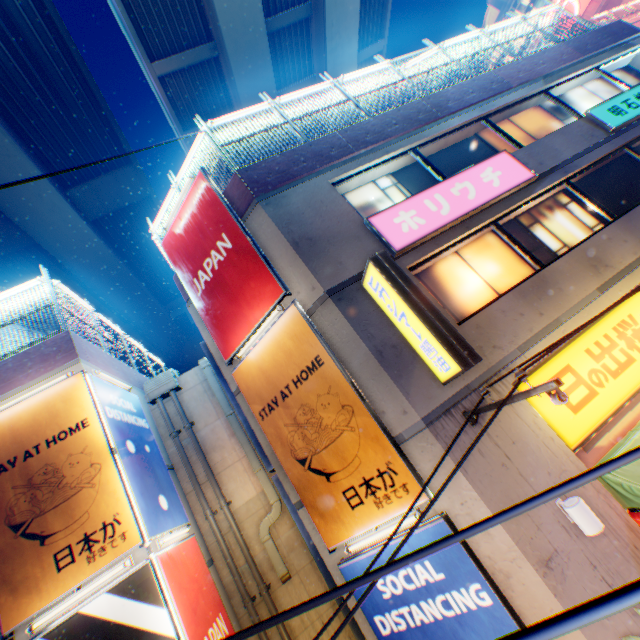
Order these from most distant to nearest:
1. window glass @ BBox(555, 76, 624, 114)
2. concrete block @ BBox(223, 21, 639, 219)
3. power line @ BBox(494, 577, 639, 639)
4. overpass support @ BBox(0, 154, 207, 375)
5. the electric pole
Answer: overpass support @ BBox(0, 154, 207, 375), window glass @ BBox(555, 76, 624, 114), concrete block @ BBox(223, 21, 639, 219), the electric pole, power line @ BBox(494, 577, 639, 639)

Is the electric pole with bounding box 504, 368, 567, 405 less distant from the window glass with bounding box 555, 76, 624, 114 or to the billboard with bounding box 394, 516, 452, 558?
the billboard with bounding box 394, 516, 452, 558

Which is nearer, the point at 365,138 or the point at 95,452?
the point at 95,452

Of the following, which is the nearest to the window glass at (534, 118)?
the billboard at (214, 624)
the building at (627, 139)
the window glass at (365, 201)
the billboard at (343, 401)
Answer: the building at (627, 139)

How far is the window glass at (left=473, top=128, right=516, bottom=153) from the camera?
9.63m

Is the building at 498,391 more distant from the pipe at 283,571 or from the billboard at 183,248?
the pipe at 283,571

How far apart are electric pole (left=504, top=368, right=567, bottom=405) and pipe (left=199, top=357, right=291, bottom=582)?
7.2 meters

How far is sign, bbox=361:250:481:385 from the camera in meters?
5.2 m
